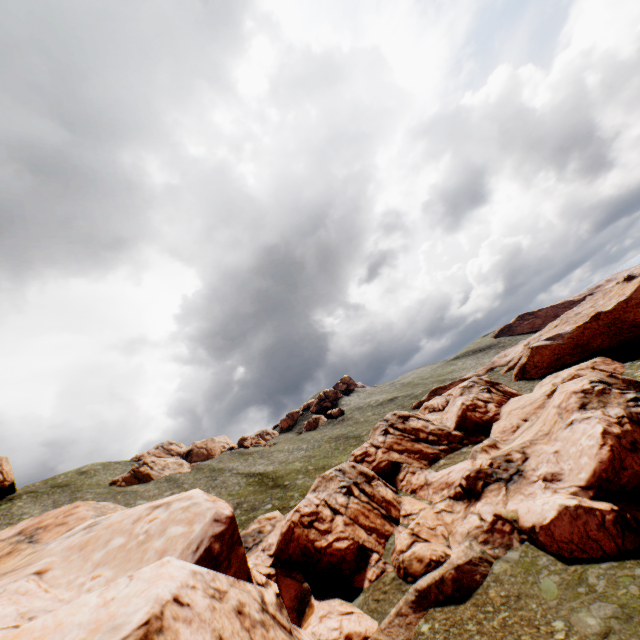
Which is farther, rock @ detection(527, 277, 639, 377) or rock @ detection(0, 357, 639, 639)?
rock @ detection(527, 277, 639, 377)

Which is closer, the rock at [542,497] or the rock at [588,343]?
the rock at [542,497]

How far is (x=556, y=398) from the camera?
33.1m
